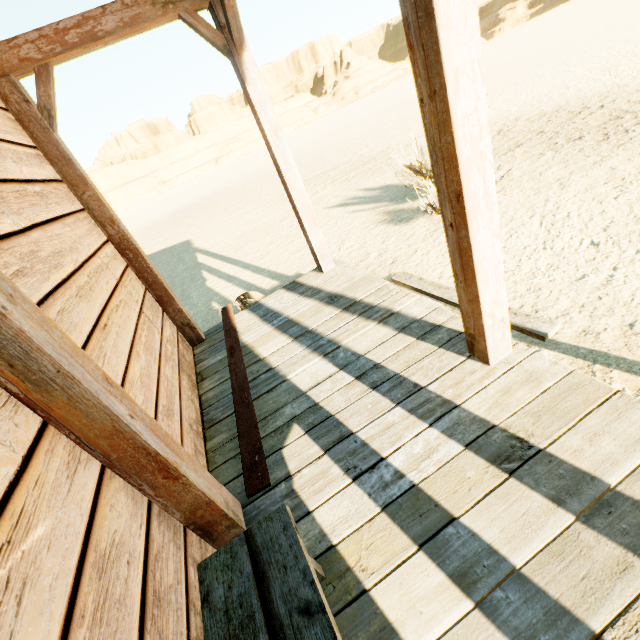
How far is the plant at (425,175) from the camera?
4.9 meters

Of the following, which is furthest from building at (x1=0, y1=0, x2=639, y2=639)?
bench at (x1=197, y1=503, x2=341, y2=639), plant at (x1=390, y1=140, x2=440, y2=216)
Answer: plant at (x1=390, y1=140, x2=440, y2=216)

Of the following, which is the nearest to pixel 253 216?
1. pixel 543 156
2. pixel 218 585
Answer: pixel 543 156

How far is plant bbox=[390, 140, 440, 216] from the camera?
4.9 meters

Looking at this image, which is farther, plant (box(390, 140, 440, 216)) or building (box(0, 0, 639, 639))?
plant (box(390, 140, 440, 216))

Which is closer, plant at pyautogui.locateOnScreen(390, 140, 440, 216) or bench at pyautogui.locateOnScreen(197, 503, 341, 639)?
bench at pyautogui.locateOnScreen(197, 503, 341, 639)

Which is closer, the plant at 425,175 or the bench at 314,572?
the bench at 314,572

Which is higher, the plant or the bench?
the bench
